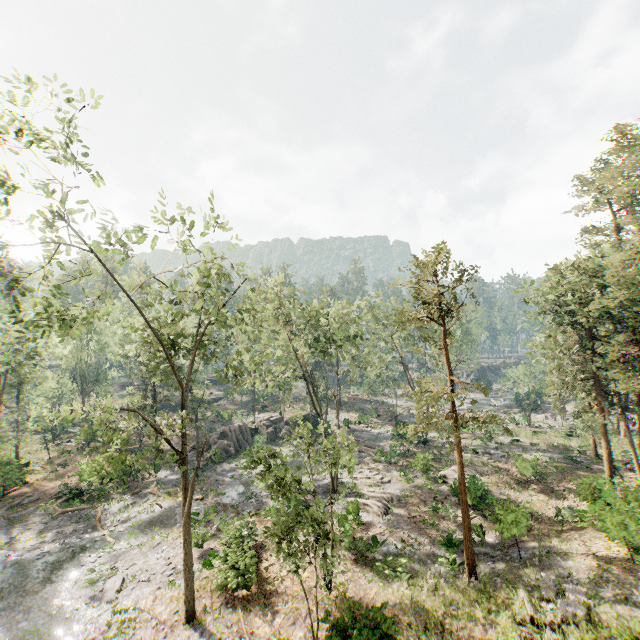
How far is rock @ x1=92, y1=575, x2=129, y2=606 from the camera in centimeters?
1744cm

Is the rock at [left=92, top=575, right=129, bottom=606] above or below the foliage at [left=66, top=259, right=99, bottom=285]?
below

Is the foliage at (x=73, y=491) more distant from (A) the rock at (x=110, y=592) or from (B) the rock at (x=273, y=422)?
(A) the rock at (x=110, y=592)

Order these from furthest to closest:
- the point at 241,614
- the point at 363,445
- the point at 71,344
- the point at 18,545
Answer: the point at 71,344
the point at 363,445
the point at 18,545
the point at 241,614

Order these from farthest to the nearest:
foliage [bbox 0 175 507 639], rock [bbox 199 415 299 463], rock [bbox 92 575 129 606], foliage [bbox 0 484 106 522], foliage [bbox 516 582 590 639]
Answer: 1. rock [bbox 199 415 299 463]
2. foliage [bbox 0 484 106 522]
3. rock [bbox 92 575 129 606]
4. foliage [bbox 0 175 507 639]
5. foliage [bbox 516 582 590 639]

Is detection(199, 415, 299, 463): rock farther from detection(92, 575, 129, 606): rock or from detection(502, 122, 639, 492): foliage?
detection(92, 575, 129, 606): rock

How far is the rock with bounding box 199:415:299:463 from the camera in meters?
38.2
